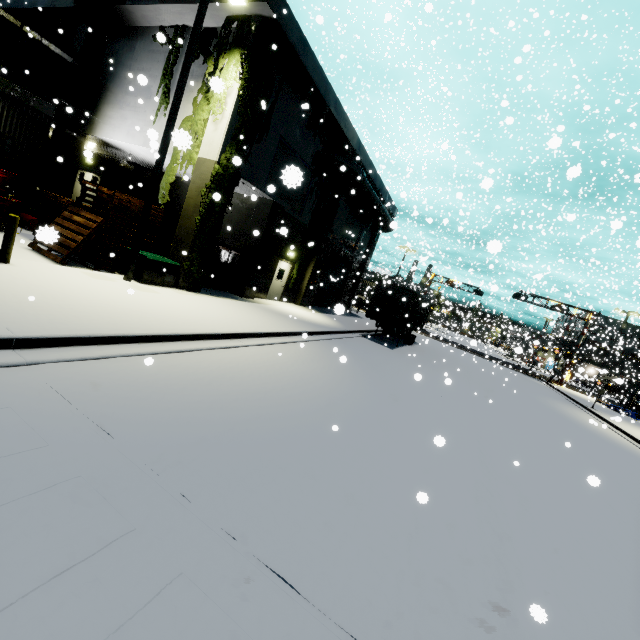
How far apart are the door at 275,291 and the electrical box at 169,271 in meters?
6.8

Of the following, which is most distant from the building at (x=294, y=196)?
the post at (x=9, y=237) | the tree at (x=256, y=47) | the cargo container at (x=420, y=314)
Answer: the post at (x=9, y=237)

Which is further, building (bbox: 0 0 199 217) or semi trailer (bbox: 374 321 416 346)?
semi trailer (bbox: 374 321 416 346)

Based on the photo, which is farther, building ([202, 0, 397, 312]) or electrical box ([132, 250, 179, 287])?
building ([202, 0, 397, 312])

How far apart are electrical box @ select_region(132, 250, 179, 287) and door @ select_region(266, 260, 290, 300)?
6.8 meters

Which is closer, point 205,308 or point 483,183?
point 483,183

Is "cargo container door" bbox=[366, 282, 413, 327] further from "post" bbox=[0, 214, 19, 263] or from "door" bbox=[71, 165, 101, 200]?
"door" bbox=[71, 165, 101, 200]

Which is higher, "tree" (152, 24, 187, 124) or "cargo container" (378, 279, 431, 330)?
"tree" (152, 24, 187, 124)
